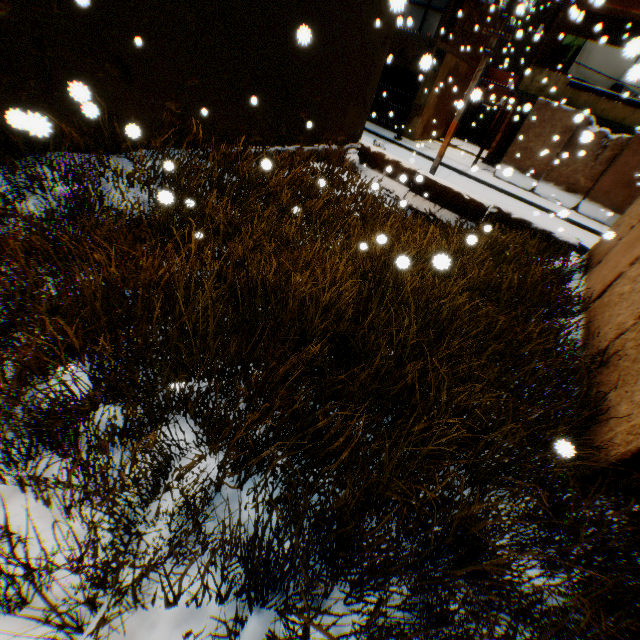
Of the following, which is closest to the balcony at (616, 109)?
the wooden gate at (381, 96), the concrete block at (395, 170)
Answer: the wooden gate at (381, 96)

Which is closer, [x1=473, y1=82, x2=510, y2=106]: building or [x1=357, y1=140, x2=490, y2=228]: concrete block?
[x1=473, y1=82, x2=510, y2=106]: building

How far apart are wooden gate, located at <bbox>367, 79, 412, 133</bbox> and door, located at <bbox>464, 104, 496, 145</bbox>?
8.0m

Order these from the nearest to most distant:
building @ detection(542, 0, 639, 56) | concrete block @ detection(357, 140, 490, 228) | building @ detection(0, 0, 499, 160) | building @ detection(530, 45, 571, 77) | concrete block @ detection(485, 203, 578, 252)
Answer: building @ detection(0, 0, 499, 160) < concrete block @ detection(485, 203, 578, 252) < concrete block @ detection(357, 140, 490, 228) < building @ detection(542, 0, 639, 56) < building @ detection(530, 45, 571, 77)

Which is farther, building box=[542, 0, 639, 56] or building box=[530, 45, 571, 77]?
building box=[530, 45, 571, 77]

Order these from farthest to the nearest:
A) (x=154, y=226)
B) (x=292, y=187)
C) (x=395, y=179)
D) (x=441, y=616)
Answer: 1. (x=395, y=179)
2. (x=292, y=187)
3. (x=154, y=226)
4. (x=441, y=616)

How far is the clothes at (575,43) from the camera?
14.0m

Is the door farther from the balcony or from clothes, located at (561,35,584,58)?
clothes, located at (561,35,584,58)
